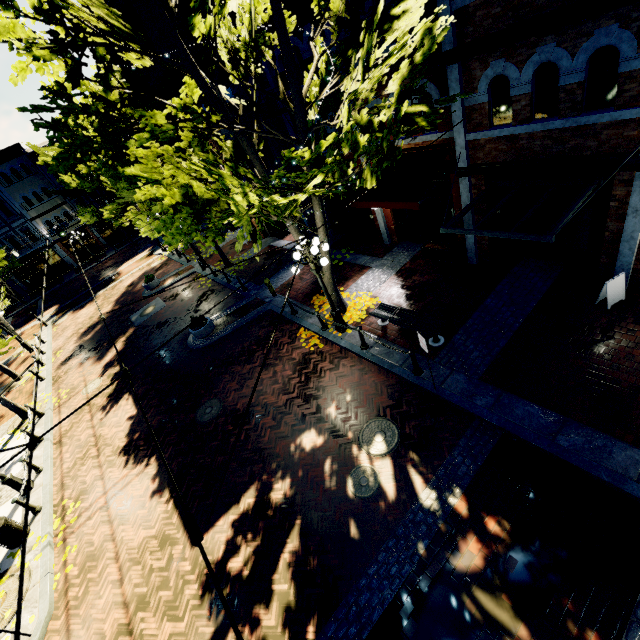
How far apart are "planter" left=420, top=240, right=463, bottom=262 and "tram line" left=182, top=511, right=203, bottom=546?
11.3m

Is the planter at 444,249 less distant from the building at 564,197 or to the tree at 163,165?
the tree at 163,165

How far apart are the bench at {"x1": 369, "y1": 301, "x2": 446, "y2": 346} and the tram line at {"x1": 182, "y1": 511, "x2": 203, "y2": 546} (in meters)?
7.56

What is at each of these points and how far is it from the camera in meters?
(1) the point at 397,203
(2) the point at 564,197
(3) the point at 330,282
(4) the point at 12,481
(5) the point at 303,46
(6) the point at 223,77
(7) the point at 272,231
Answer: (1) awning, 10.2 m
(2) building, 8.3 m
(3) tree, 11.1 m
(4) light, 10.7 m
(5) building, 11.3 m
(6) building, 17.0 m
(7) building, 20.3 m

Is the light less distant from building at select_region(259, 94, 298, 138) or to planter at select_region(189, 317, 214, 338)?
building at select_region(259, 94, 298, 138)

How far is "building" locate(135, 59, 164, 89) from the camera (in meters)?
16.84

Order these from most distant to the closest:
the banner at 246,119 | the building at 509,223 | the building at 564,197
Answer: the banner at 246,119
the building at 509,223
the building at 564,197

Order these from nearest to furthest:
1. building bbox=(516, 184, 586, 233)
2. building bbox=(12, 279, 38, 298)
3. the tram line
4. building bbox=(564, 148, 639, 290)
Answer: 1. the tram line
2. building bbox=(564, 148, 639, 290)
3. building bbox=(516, 184, 586, 233)
4. building bbox=(12, 279, 38, 298)
